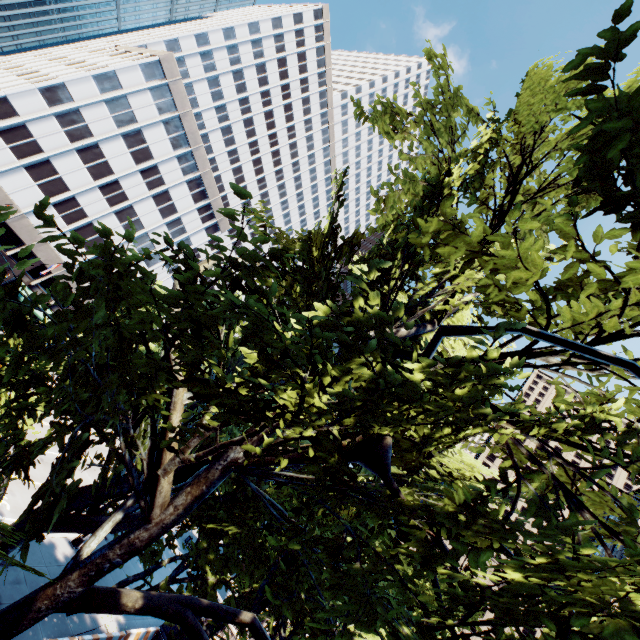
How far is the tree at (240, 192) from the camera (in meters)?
4.21

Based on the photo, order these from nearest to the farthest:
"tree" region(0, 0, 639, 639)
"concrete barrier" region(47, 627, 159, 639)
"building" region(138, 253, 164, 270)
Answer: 1. "tree" region(0, 0, 639, 639)
2. "concrete barrier" region(47, 627, 159, 639)
3. "building" region(138, 253, 164, 270)

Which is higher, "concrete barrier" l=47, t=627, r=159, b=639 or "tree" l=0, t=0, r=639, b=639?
"tree" l=0, t=0, r=639, b=639

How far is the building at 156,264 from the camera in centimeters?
4978cm

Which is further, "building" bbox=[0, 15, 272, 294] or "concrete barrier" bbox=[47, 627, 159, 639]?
"building" bbox=[0, 15, 272, 294]

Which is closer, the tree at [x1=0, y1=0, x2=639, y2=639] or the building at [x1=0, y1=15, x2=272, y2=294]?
the tree at [x1=0, y1=0, x2=639, y2=639]

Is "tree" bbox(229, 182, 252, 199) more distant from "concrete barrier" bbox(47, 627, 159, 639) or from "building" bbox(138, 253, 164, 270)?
"concrete barrier" bbox(47, 627, 159, 639)

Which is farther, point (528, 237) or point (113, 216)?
point (113, 216)
